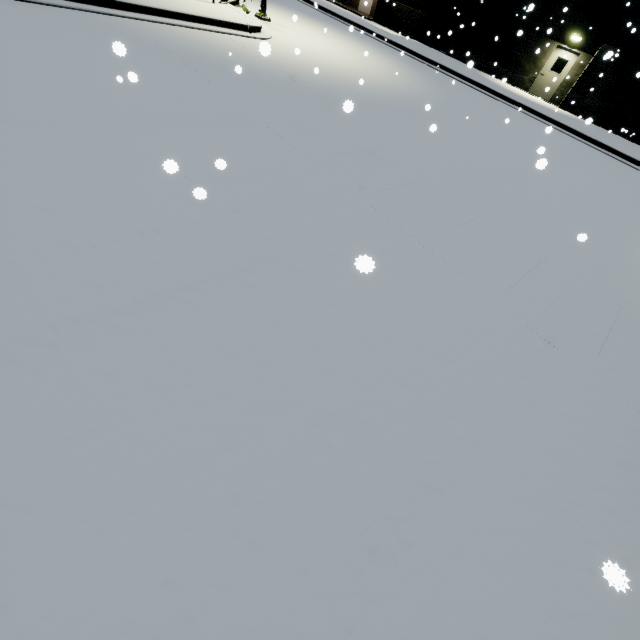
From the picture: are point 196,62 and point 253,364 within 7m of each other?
no
